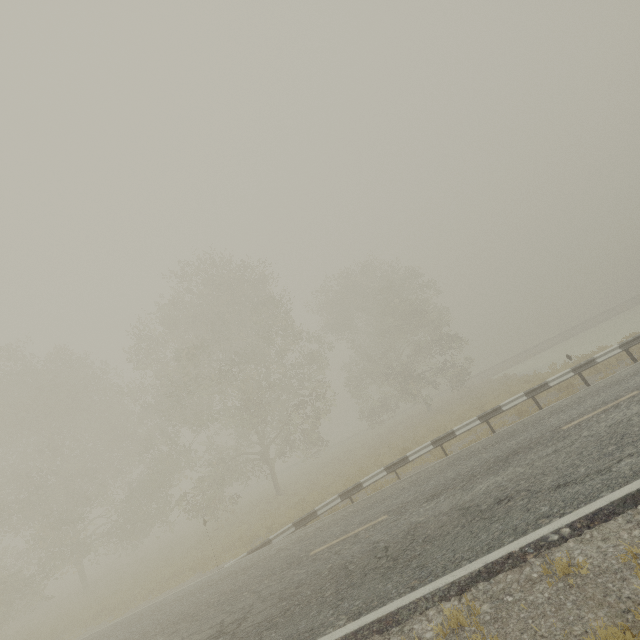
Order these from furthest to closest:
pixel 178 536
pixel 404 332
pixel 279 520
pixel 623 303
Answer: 1. pixel 623 303
2. pixel 404 332
3. pixel 178 536
4. pixel 279 520
